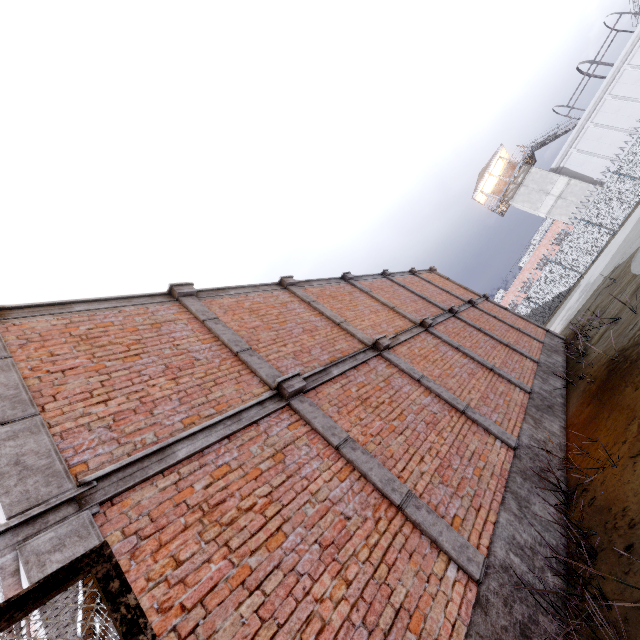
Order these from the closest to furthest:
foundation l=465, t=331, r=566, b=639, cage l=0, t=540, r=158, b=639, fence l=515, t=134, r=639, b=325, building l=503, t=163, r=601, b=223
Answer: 1. cage l=0, t=540, r=158, b=639
2. foundation l=465, t=331, r=566, b=639
3. fence l=515, t=134, r=639, b=325
4. building l=503, t=163, r=601, b=223

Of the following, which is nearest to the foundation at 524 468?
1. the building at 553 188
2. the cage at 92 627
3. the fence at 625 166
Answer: the cage at 92 627

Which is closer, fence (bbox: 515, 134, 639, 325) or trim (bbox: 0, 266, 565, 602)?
trim (bbox: 0, 266, 565, 602)

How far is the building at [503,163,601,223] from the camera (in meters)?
33.44

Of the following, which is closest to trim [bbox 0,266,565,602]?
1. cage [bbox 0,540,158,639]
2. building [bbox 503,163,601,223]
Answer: cage [bbox 0,540,158,639]

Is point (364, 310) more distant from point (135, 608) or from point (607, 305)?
point (607, 305)

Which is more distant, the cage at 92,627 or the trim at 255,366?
the trim at 255,366

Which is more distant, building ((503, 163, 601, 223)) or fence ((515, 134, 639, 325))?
building ((503, 163, 601, 223))
